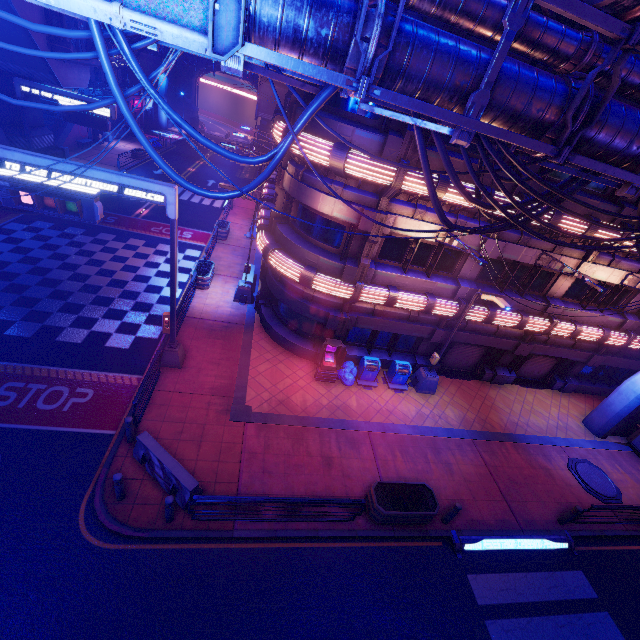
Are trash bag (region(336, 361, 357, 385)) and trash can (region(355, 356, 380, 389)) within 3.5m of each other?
yes

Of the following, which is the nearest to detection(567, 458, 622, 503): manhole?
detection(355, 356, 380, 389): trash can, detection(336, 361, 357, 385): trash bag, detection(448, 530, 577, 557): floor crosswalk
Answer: detection(448, 530, 577, 557): floor crosswalk

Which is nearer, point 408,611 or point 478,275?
point 408,611

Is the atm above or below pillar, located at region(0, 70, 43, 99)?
below

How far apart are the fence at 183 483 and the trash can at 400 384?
9.3 meters

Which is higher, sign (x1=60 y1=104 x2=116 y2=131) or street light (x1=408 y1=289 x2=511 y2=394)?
sign (x1=60 y1=104 x2=116 y2=131)

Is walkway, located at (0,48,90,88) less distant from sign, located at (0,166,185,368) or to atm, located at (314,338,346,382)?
sign, located at (0,166,185,368)

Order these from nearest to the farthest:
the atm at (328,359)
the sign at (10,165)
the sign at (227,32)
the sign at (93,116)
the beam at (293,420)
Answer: the sign at (227,32)
the sign at (10,165)
the beam at (293,420)
the atm at (328,359)
the sign at (93,116)
